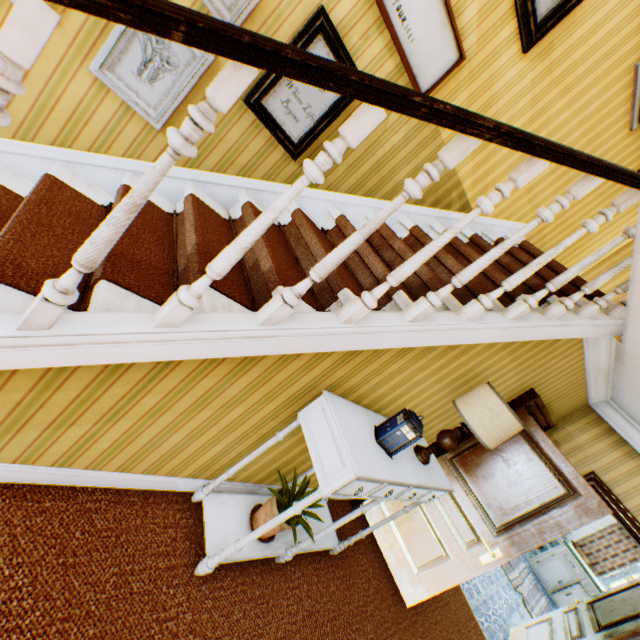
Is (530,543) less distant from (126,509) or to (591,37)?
(126,509)

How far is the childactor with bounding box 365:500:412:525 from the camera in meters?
3.8

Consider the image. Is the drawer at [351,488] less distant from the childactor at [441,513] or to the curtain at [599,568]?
the childactor at [441,513]

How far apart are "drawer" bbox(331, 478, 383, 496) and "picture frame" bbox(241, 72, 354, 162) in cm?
237

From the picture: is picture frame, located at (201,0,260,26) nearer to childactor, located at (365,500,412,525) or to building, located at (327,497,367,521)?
building, located at (327,497,367,521)

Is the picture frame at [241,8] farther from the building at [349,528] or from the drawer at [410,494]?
the drawer at [410,494]

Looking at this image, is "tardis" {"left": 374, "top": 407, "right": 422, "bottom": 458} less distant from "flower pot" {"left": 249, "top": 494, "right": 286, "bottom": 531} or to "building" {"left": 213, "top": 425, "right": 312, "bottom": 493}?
"building" {"left": 213, "top": 425, "right": 312, "bottom": 493}

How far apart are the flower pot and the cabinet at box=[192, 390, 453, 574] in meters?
0.0 m
